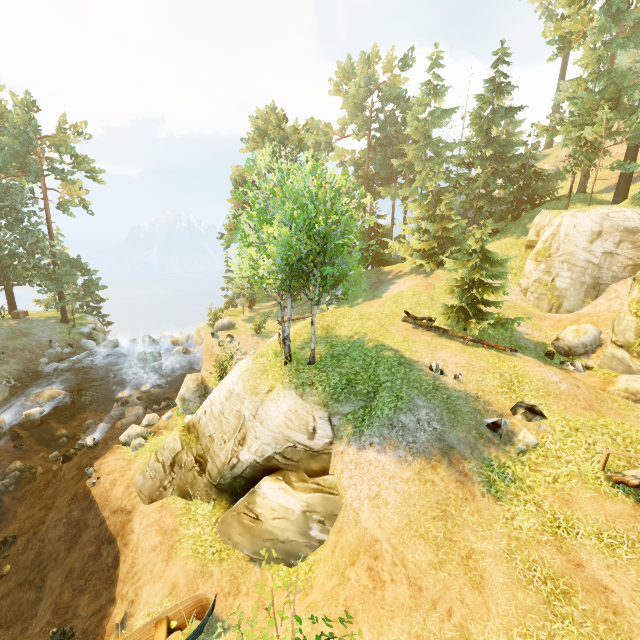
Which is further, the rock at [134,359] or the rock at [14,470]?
the rock at [134,359]

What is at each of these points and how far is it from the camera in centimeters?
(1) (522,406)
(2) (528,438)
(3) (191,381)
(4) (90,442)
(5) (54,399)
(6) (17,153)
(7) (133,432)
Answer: (1) rock, 1137cm
(2) rock, 1055cm
(3) rock, 2006cm
(4) rock, 1828cm
(5) rock, 2258cm
(6) tree, 3047cm
(7) rock, 1795cm

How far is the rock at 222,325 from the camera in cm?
2993

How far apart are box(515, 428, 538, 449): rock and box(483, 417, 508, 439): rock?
0.3m

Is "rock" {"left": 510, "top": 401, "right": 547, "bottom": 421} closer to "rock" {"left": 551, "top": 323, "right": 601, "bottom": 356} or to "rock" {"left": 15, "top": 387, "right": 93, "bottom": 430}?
"rock" {"left": 551, "top": 323, "right": 601, "bottom": 356}

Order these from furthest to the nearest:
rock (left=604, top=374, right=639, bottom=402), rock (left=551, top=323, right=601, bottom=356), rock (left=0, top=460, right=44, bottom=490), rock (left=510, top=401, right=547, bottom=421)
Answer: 1. rock (left=551, top=323, right=601, bottom=356)
2. rock (left=0, top=460, right=44, bottom=490)
3. rock (left=604, top=374, right=639, bottom=402)
4. rock (left=510, top=401, right=547, bottom=421)

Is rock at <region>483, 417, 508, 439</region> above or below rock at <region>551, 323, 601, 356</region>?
below

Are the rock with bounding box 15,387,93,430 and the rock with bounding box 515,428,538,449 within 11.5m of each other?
no
